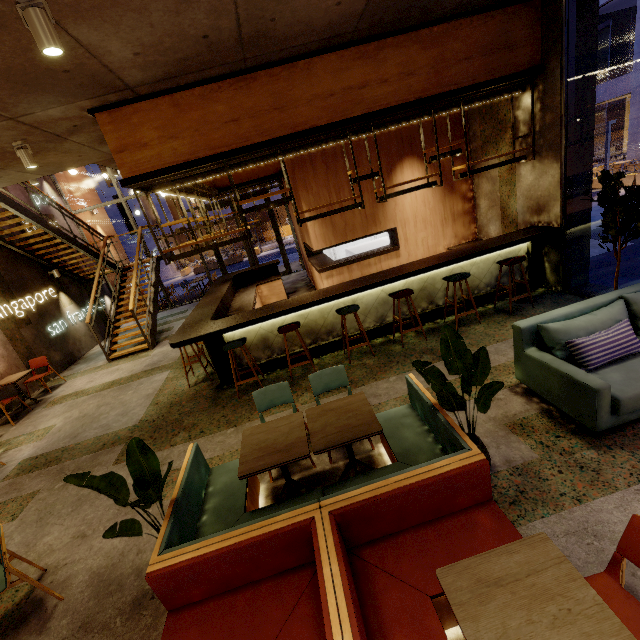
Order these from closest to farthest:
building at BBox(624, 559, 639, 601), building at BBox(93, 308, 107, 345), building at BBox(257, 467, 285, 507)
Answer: building at BBox(624, 559, 639, 601)
building at BBox(257, 467, 285, 507)
building at BBox(93, 308, 107, 345)

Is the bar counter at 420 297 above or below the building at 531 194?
below

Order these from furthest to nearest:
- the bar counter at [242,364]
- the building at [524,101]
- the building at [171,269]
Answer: the building at [171,269]
the bar counter at [242,364]
the building at [524,101]

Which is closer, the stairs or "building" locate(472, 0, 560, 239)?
"building" locate(472, 0, 560, 239)

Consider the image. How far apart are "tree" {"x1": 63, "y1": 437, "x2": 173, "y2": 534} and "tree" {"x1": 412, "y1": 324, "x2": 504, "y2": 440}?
2.2 meters

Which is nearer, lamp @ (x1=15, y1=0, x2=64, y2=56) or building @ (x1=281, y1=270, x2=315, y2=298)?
lamp @ (x1=15, y1=0, x2=64, y2=56)

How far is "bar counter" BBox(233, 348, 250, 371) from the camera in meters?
5.9

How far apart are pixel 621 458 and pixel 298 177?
6.7m
